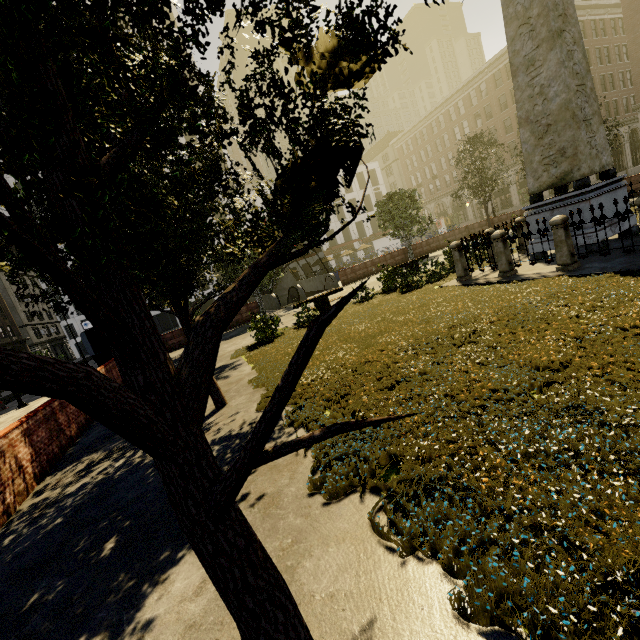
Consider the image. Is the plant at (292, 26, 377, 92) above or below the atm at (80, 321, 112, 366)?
above

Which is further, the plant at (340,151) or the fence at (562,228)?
the fence at (562,228)

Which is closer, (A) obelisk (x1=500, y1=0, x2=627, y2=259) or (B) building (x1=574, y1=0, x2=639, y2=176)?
(A) obelisk (x1=500, y1=0, x2=627, y2=259)

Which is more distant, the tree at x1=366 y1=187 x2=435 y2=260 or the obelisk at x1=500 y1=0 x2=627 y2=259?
the tree at x1=366 y1=187 x2=435 y2=260

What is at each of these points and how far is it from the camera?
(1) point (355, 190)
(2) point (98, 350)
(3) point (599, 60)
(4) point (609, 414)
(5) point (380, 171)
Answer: (1) building, 56.28m
(2) atm, 16.34m
(3) building, 37.97m
(4) plant, 2.91m
(5) building, 58.00m

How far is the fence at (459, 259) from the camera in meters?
10.9 m

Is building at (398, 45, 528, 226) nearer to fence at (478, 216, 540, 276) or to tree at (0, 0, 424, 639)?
tree at (0, 0, 424, 639)

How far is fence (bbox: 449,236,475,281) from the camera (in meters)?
10.93
